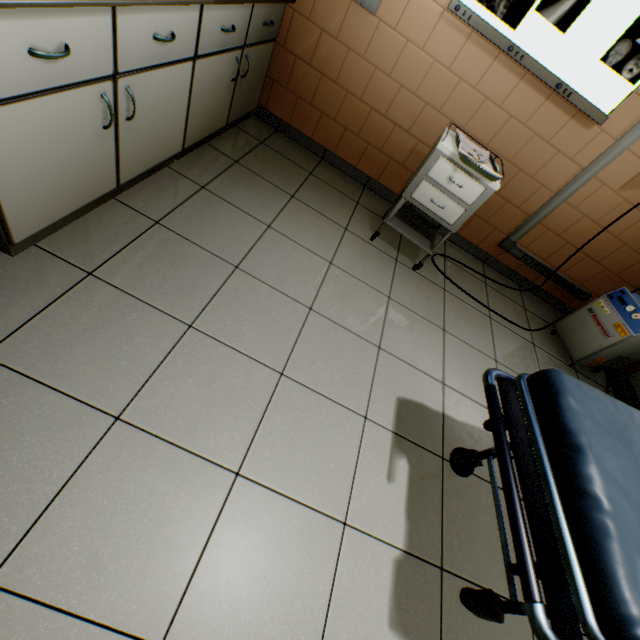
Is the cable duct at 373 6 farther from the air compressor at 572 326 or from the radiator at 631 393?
the radiator at 631 393

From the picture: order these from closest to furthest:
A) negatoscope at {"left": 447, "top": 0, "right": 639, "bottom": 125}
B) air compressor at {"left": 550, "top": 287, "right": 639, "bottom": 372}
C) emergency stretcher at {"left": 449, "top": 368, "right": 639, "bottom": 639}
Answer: emergency stretcher at {"left": 449, "top": 368, "right": 639, "bottom": 639}, negatoscope at {"left": 447, "top": 0, "right": 639, "bottom": 125}, air compressor at {"left": 550, "top": 287, "right": 639, "bottom": 372}

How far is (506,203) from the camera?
3.0m

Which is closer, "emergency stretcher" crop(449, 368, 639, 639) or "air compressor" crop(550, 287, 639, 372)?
"emergency stretcher" crop(449, 368, 639, 639)

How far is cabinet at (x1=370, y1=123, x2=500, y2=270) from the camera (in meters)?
2.13

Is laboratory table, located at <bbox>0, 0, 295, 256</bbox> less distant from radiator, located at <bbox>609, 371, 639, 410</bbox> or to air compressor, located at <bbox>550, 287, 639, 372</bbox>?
air compressor, located at <bbox>550, 287, 639, 372</bbox>

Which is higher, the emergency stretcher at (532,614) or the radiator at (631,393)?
the emergency stretcher at (532,614)

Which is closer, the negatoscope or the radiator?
the negatoscope
